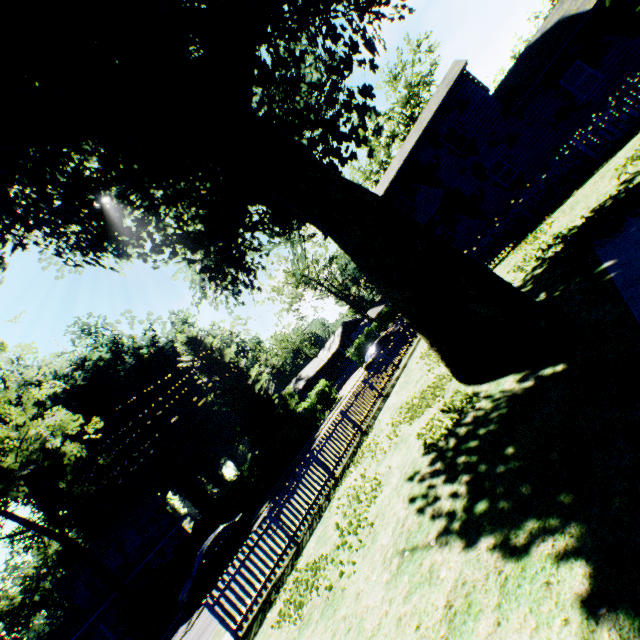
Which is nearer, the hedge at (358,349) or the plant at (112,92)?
the plant at (112,92)

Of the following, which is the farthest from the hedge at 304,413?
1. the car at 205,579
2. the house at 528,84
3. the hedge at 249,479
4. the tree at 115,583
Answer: the house at 528,84

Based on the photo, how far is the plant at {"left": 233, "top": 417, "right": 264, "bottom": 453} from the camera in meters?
32.9 m

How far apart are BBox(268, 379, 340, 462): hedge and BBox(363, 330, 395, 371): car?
11.1 meters

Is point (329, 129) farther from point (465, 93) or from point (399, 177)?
point (465, 93)

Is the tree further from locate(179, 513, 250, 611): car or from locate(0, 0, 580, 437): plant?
locate(0, 0, 580, 437): plant

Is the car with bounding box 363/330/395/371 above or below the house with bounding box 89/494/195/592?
below

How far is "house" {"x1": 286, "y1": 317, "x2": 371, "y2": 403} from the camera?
49.6 meters
